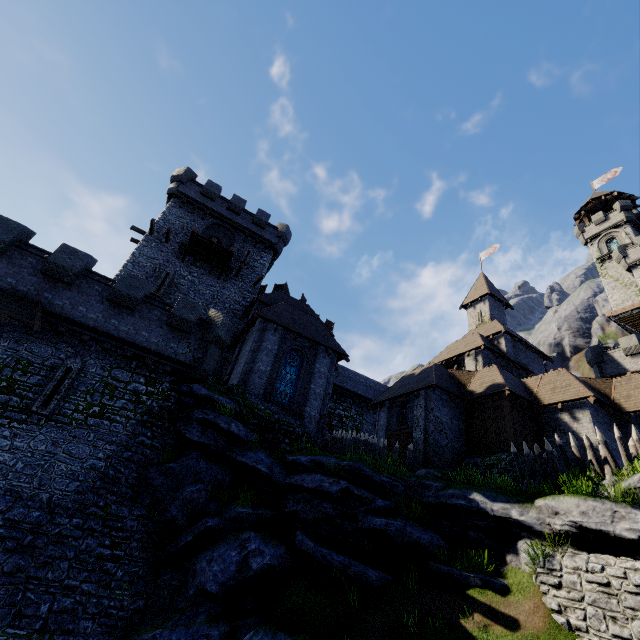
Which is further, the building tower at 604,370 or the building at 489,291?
the building tower at 604,370

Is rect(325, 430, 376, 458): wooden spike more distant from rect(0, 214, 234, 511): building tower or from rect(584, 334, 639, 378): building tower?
rect(584, 334, 639, 378): building tower

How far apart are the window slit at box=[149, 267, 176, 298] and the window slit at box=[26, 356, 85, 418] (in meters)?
8.87

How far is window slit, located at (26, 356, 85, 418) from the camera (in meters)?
13.67

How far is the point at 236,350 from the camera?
22.88m

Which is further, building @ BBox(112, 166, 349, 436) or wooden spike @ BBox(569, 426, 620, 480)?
building @ BBox(112, 166, 349, 436)

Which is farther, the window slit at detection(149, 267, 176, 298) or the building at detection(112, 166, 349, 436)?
the window slit at detection(149, 267, 176, 298)

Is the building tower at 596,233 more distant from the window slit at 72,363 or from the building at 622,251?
the window slit at 72,363
